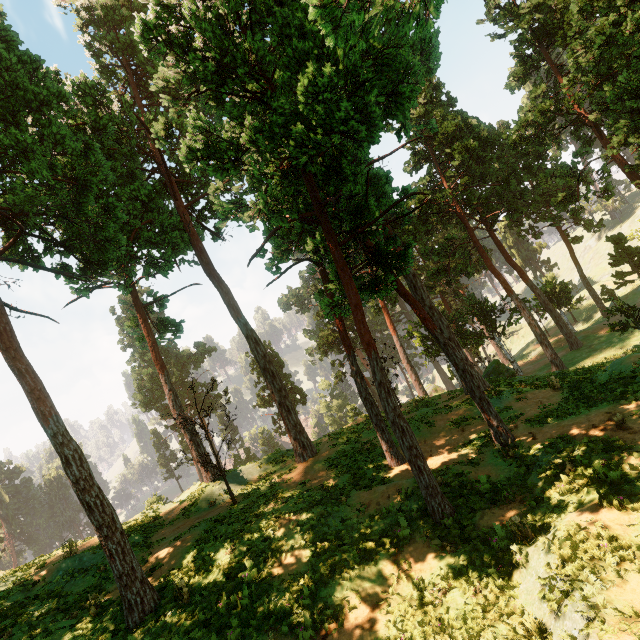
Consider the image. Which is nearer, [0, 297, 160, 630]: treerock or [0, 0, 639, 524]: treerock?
[0, 0, 639, 524]: treerock

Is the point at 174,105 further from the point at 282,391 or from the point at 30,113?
the point at 282,391

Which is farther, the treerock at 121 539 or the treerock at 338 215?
the treerock at 121 539
